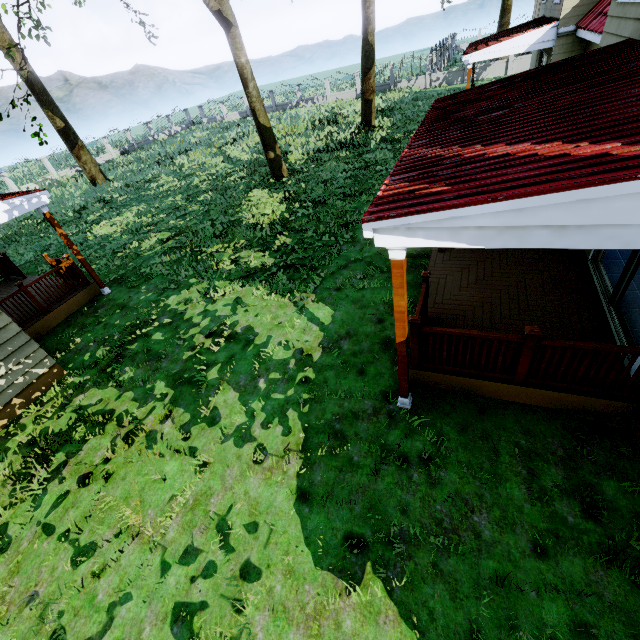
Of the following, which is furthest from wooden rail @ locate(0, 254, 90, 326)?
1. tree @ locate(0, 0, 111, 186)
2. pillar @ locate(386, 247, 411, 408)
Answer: pillar @ locate(386, 247, 411, 408)

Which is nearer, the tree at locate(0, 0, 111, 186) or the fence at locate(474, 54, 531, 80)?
the tree at locate(0, 0, 111, 186)

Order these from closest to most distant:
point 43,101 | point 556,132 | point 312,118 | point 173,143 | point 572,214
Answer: point 572,214, point 556,132, point 43,101, point 312,118, point 173,143

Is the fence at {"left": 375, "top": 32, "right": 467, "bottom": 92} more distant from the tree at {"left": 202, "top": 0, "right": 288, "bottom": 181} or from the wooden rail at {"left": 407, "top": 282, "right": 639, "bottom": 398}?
the wooden rail at {"left": 407, "top": 282, "right": 639, "bottom": 398}

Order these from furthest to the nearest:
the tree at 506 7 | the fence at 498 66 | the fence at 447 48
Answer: the tree at 506 7
the fence at 447 48
the fence at 498 66

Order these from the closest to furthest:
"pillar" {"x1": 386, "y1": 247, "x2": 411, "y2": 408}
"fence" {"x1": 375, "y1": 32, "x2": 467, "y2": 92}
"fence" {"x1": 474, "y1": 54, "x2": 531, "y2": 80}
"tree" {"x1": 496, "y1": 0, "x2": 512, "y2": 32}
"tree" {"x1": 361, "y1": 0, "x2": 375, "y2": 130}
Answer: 1. "pillar" {"x1": 386, "y1": 247, "x2": 411, "y2": 408}
2. "tree" {"x1": 361, "y1": 0, "x2": 375, "y2": 130}
3. "fence" {"x1": 474, "y1": 54, "x2": 531, "y2": 80}
4. "fence" {"x1": 375, "y1": 32, "x2": 467, "y2": 92}
5. "tree" {"x1": 496, "y1": 0, "x2": 512, "y2": 32}

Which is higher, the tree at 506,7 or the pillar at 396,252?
the tree at 506,7

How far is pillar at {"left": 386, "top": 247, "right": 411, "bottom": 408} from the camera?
3.4m
